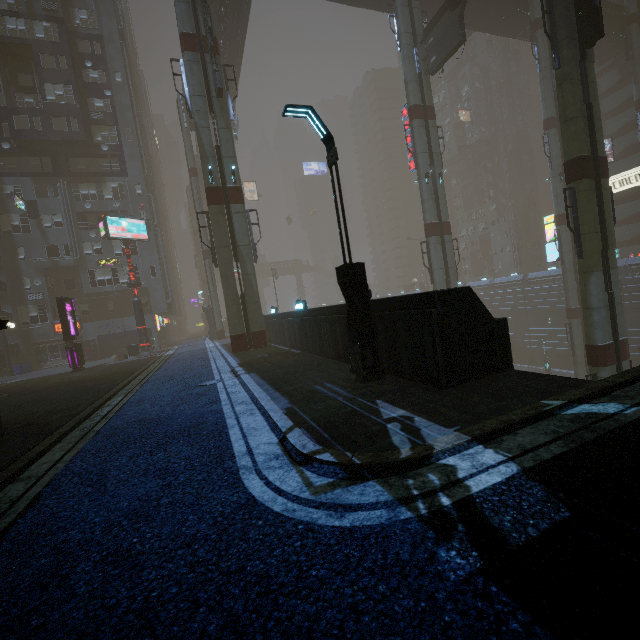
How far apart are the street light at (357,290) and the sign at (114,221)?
24.2m

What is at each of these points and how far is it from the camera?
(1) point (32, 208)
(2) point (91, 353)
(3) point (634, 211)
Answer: (1) sign, 31.7 meters
(2) phone booth, 32.9 meters
(3) building, 43.9 meters

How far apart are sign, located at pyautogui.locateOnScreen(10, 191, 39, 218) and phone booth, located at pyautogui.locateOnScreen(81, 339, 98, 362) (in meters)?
13.01

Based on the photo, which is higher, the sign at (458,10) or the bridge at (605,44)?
the bridge at (605,44)

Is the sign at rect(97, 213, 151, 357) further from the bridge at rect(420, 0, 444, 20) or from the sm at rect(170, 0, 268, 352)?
the bridge at rect(420, 0, 444, 20)

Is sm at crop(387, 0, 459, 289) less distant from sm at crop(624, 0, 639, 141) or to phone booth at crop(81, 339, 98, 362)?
phone booth at crop(81, 339, 98, 362)

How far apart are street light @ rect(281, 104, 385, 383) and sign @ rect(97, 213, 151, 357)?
24.22m

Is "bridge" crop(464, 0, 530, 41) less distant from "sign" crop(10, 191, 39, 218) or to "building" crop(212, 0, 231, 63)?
"building" crop(212, 0, 231, 63)
